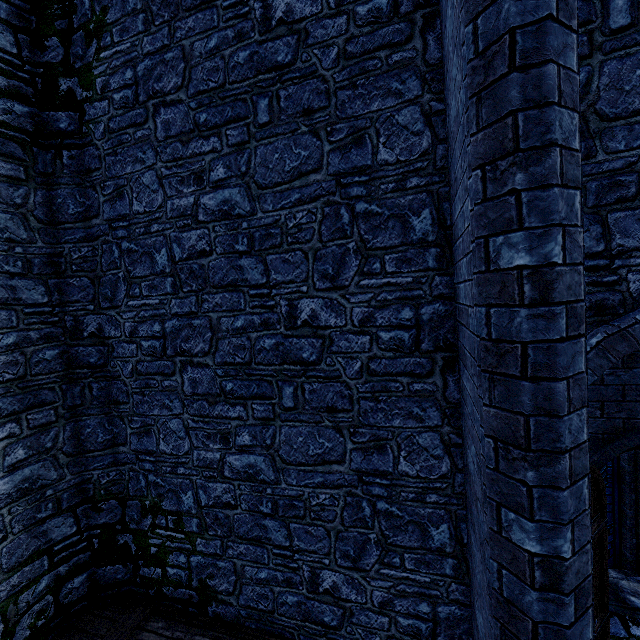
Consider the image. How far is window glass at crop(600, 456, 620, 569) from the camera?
5.6m

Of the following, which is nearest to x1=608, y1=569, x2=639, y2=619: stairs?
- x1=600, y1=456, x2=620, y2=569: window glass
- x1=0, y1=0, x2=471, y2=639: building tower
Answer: x1=0, y1=0, x2=471, y2=639: building tower

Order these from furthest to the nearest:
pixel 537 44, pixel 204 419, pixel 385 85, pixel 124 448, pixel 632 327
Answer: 1. pixel 124 448
2. pixel 204 419
3. pixel 385 85
4. pixel 632 327
5. pixel 537 44

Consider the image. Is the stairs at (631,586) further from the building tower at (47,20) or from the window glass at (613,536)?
the window glass at (613,536)

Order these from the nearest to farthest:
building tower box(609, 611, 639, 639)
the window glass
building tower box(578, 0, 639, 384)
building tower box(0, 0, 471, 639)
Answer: building tower box(578, 0, 639, 384) < building tower box(0, 0, 471, 639) < building tower box(609, 611, 639, 639) < the window glass

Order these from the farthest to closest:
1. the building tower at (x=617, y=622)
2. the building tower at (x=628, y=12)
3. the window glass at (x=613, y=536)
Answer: the window glass at (x=613, y=536)
the building tower at (x=617, y=622)
the building tower at (x=628, y=12)

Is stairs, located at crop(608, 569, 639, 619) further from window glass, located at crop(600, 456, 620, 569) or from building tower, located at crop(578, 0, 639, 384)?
window glass, located at crop(600, 456, 620, 569)
